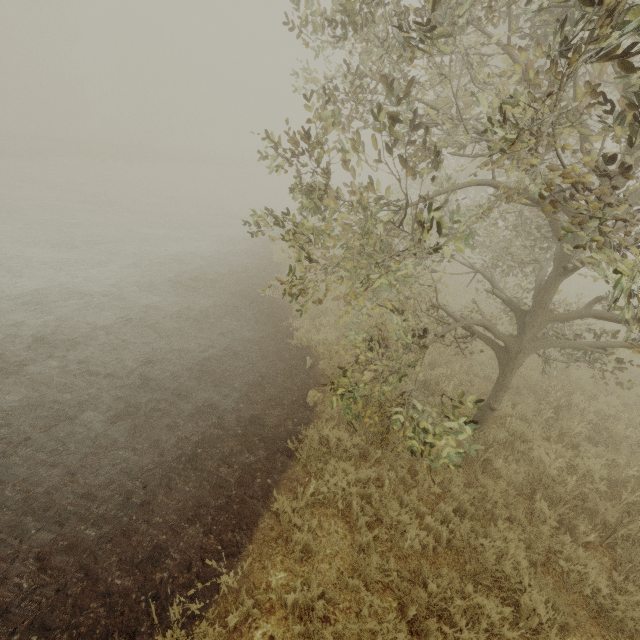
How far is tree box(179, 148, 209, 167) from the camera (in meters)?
39.78

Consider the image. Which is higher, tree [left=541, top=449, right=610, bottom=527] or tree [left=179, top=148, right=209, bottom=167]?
tree [left=179, top=148, right=209, bottom=167]

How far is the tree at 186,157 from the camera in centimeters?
3978cm

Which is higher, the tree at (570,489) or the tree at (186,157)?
the tree at (186,157)

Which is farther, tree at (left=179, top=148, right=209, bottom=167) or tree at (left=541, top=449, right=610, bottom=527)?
tree at (left=179, top=148, right=209, bottom=167)

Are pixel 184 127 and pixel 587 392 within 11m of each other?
no

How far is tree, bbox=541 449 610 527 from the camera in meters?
5.0
